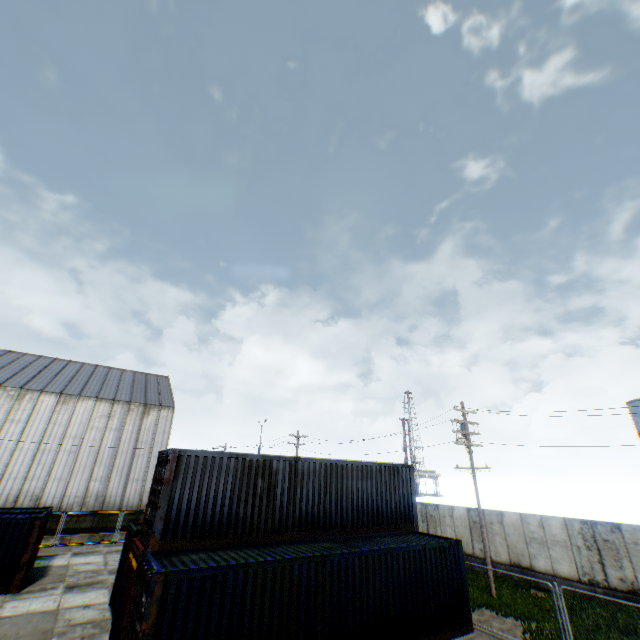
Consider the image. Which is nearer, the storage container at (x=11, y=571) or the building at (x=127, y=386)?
the storage container at (x=11, y=571)

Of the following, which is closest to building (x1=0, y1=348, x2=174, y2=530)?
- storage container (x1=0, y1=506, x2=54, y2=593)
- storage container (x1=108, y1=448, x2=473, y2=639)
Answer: storage container (x1=0, y1=506, x2=54, y2=593)

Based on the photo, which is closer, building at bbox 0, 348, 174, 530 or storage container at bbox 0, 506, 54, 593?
storage container at bbox 0, 506, 54, 593

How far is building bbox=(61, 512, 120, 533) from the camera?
25.6m

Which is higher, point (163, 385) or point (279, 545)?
point (163, 385)

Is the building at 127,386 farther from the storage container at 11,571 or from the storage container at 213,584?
the storage container at 213,584

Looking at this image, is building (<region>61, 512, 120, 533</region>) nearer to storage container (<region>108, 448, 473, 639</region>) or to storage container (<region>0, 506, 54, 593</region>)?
storage container (<region>0, 506, 54, 593</region>)
